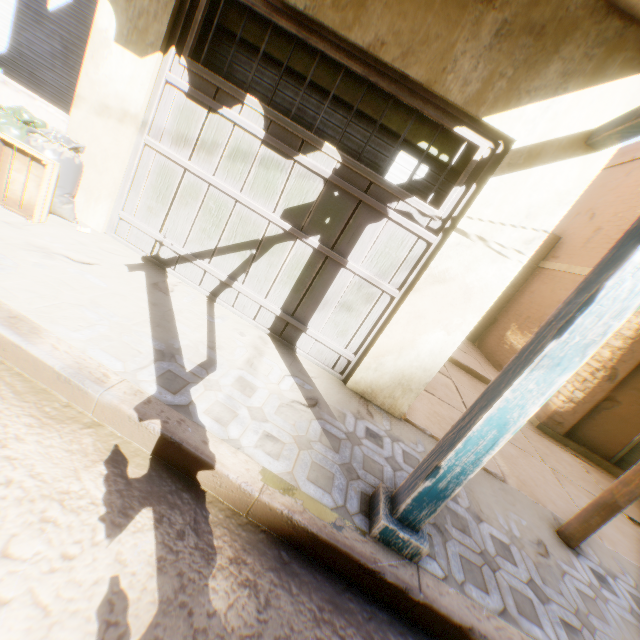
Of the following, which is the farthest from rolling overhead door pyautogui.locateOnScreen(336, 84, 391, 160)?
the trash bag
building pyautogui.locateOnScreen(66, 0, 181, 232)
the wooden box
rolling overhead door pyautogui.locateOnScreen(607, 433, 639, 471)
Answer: rolling overhead door pyautogui.locateOnScreen(607, 433, 639, 471)

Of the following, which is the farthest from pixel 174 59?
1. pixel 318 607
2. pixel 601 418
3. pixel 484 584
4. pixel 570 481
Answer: pixel 601 418

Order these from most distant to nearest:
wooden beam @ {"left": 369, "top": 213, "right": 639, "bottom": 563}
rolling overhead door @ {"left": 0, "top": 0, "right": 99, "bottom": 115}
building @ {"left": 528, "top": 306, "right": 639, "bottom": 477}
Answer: building @ {"left": 528, "top": 306, "right": 639, "bottom": 477} → rolling overhead door @ {"left": 0, "top": 0, "right": 99, "bottom": 115} → wooden beam @ {"left": 369, "top": 213, "right": 639, "bottom": 563}

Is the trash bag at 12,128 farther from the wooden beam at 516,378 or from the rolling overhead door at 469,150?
the wooden beam at 516,378

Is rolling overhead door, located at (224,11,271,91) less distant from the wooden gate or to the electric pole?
the wooden gate

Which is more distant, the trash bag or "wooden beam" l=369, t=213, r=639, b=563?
the trash bag

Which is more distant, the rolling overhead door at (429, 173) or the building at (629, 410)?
the building at (629, 410)

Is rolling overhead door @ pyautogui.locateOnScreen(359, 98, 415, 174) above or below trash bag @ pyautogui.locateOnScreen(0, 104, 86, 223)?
above
